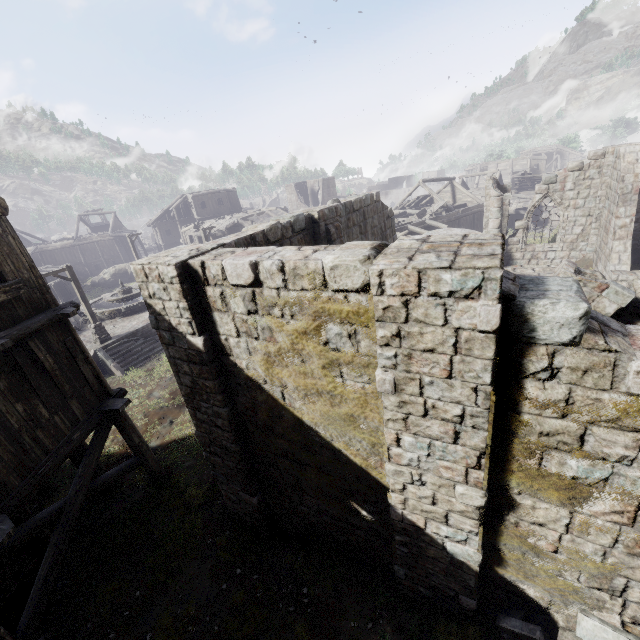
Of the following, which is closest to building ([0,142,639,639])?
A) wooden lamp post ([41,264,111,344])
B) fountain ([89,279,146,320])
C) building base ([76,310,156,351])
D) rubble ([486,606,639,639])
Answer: rubble ([486,606,639,639])

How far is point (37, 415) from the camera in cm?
703

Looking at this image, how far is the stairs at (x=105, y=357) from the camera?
18.44m

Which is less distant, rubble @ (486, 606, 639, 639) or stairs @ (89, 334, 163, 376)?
rubble @ (486, 606, 639, 639)

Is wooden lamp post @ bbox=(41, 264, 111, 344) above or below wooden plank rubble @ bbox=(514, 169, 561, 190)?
below

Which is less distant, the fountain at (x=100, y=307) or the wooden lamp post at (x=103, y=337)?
the wooden lamp post at (x=103, y=337)

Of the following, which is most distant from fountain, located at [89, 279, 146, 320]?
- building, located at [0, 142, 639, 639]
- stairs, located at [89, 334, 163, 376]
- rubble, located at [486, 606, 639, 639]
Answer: rubble, located at [486, 606, 639, 639]

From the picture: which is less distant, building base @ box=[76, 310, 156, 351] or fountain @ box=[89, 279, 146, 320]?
building base @ box=[76, 310, 156, 351]
